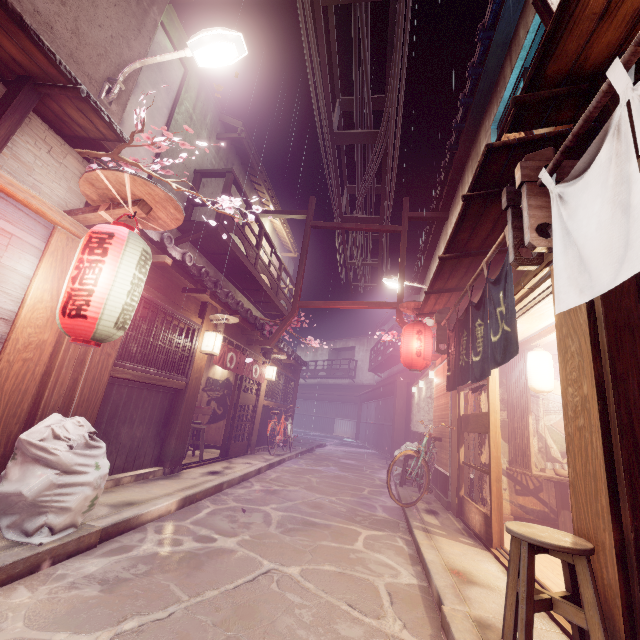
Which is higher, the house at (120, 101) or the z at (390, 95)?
the z at (390, 95)

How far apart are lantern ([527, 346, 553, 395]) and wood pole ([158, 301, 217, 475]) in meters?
10.3

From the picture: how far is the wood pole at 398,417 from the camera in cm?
2385

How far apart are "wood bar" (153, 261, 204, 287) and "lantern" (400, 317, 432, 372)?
7.0 meters

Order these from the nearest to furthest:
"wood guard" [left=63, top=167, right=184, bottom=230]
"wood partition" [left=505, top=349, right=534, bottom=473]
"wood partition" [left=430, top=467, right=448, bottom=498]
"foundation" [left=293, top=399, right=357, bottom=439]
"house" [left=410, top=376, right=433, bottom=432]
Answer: "wood guard" [left=63, top=167, right=184, bottom=230] → "wood partition" [left=505, top=349, right=534, bottom=473] → "wood partition" [left=430, top=467, right=448, bottom=498] → "house" [left=410, top=376, right=433, bottom=432] → "foundation" [left=293, top=399, right=357, bottom=439]

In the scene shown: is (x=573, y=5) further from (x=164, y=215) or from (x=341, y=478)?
(x=341, y=478)

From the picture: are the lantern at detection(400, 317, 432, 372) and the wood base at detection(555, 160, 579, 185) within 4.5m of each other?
no

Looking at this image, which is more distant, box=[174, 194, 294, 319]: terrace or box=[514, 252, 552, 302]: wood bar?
box=[174, 194, 294, 319]: terrace
